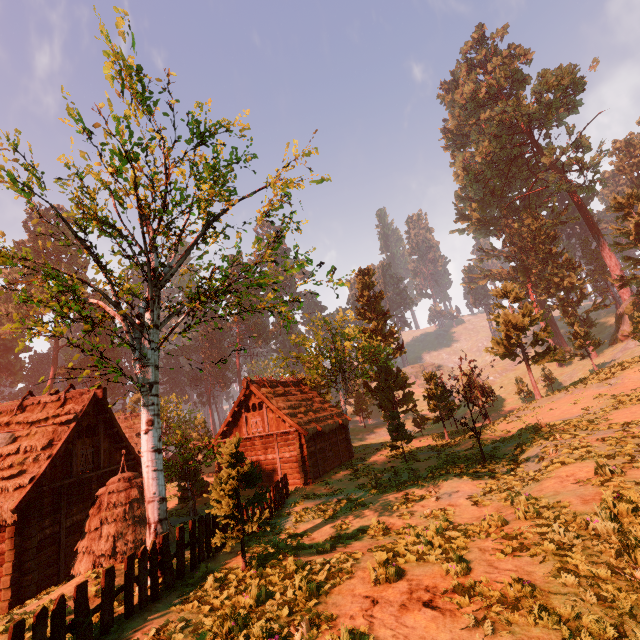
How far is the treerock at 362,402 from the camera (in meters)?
55.14

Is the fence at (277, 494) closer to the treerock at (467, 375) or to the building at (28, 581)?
the treerock at (467, 375)

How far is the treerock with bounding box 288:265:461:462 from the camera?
28.5 meters

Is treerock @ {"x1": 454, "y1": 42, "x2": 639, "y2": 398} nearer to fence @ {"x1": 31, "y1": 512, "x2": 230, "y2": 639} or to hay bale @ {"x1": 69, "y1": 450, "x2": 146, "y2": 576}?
fence @ {"x1": 31, "y1": 512, "x2": 230, "y2": 639}

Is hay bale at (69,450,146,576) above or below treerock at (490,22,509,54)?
below

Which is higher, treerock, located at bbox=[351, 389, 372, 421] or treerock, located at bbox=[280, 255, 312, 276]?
treerock, located at bbox=[280, 255, 312, 276]

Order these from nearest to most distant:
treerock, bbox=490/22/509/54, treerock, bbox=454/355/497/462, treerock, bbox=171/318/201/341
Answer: A: treerock, bbox=171/318/201/341 → treerock, bbox=454/355/497/462 → treerock, bbox=490/22/509/54

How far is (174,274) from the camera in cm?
1559
